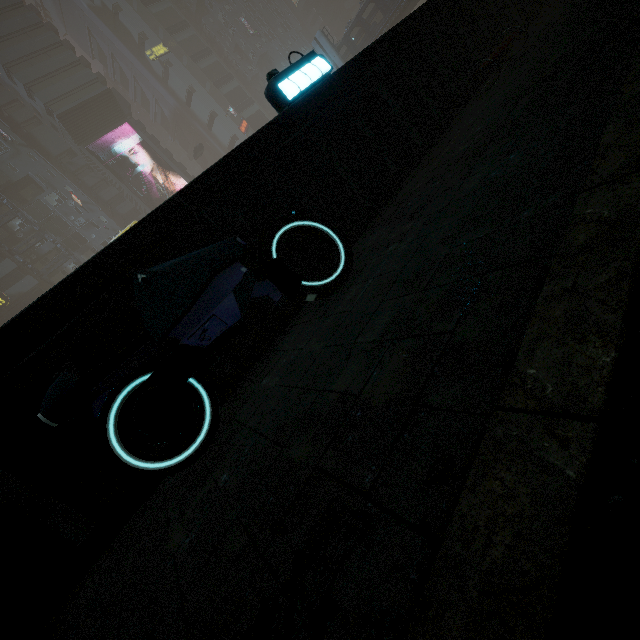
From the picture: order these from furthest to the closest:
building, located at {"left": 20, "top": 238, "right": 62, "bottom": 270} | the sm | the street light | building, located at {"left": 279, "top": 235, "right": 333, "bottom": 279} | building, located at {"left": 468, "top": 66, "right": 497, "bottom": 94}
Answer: building, located at {"left": 20, "top": 238, "right": 62, "bottom": 270}, the sm, building, located at {"left": 468, "top": 66, "right": 497, "bottom": 94}, building, located at {"left": 279, "top": 235, "right": 333, "bottom": 279}, the street light

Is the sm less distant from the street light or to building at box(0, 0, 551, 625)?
building at box(0, 0, 551, 625)

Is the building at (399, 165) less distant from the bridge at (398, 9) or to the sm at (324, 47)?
the sm at (324, 47)

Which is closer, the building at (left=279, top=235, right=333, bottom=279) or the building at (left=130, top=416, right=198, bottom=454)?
the building at (left=130, top=416, right=198, bottom=454)

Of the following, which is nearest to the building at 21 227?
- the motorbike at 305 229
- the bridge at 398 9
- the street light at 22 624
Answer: the motorbike at 305 229

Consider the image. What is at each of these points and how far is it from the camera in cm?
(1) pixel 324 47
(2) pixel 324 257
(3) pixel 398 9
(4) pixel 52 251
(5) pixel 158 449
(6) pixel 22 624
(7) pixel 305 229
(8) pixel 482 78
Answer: (1) sm, 4312
(2) building, 438
(3) bridge, 3678
(4) building, 4734
(5) building, 317
(6) street light, 237
(7) motorbike, 366
(8) building, 689

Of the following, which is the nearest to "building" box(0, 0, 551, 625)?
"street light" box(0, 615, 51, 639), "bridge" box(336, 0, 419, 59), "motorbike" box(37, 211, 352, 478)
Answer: "motorbike" box(37, 211, 352, 478)
